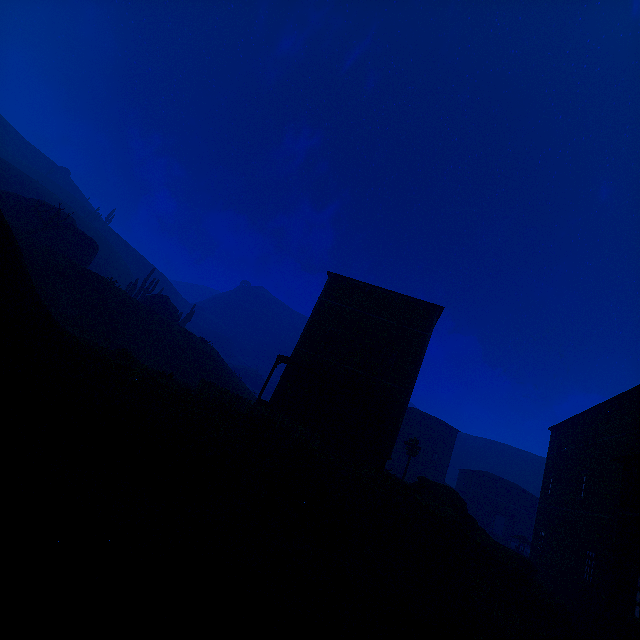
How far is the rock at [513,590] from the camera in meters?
12.8 m

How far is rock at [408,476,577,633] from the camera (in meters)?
12.83

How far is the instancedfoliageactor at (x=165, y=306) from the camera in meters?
40.2 m

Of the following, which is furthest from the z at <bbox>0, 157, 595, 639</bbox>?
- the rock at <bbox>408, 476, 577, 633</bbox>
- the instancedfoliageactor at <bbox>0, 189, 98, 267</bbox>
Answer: the instancedfoliageactor at <bbox>0, 189, 98, 267</bbox>

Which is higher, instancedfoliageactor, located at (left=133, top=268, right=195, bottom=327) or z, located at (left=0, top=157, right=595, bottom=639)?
instancedfoliageactor, located at (left=133, top=268, right=195, bottom=327)

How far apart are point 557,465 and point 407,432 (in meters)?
22.00

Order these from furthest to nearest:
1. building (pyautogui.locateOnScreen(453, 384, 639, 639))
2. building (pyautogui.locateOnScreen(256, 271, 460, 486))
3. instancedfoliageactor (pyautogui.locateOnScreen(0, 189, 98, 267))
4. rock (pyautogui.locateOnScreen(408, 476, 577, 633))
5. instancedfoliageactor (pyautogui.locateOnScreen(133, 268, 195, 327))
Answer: instancedfoliageactor (pyautogui.locateOnScreen(133, 268, 195, 327))
instancedfoliageactor (pyautogui.locateOnScreen(0, 189, 98, 267))
building (pyautogui.locateOnScreen(256, 271, 460, 486))
rock (pyautogui.locateOnScreen(408, 476, 577, 633))
building (pyautogui.locateOnScreen(453, 384, 639, 639))

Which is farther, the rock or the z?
the rock
